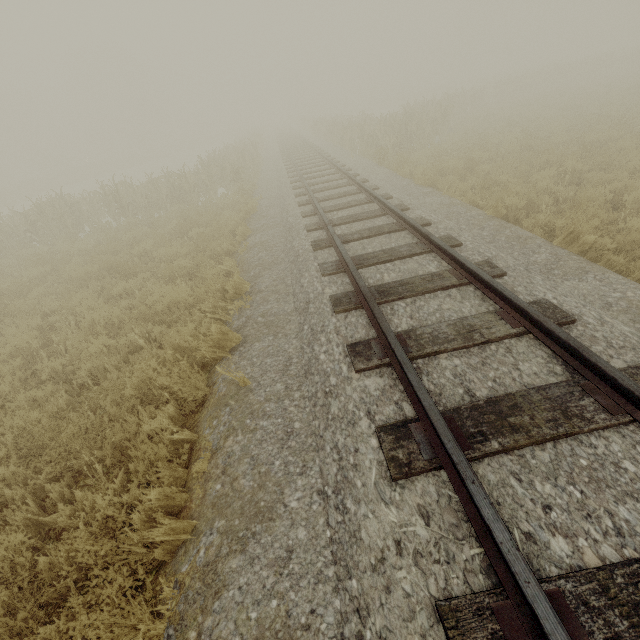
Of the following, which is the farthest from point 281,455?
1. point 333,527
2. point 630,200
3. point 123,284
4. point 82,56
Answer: point 82,56
